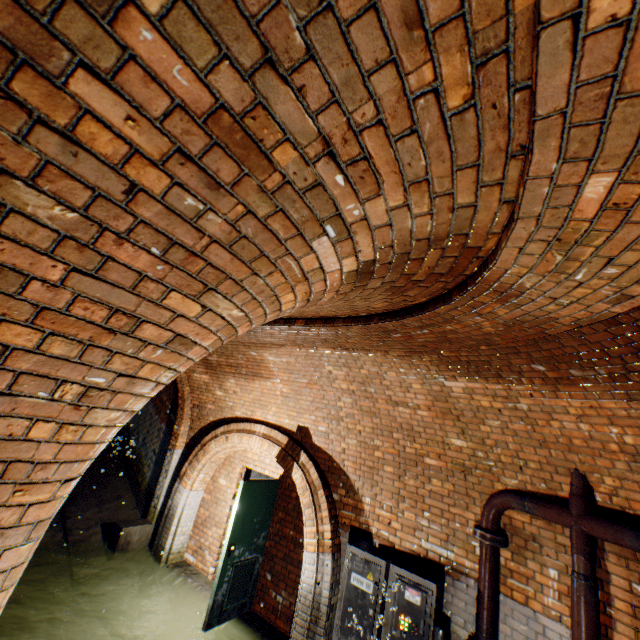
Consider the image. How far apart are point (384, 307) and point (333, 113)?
1.9m

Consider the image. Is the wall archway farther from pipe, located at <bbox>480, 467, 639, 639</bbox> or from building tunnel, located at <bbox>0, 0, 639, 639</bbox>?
pipe, located at <bbox>480, 467, 639, 639</bbox>

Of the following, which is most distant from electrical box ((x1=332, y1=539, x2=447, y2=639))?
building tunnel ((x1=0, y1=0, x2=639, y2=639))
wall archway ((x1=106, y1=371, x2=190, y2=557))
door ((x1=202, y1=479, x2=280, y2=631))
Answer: wall archway ((x1=106, y1=371, x2=190, y2=557))

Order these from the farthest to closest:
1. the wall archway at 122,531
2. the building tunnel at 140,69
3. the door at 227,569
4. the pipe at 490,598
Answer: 1. the wall archway at 122,531
2. the door at 227,569
3. the pipe at 490,598
4. the building tunnel at 140,69

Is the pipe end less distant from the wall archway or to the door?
the door

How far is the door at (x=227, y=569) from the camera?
5.1 meters

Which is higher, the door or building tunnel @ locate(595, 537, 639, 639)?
building tunnel @ locate(595, 537, 639, 639)

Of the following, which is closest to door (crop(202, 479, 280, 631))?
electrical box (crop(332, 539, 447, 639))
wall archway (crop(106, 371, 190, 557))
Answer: wall archway (crop(106, 371, 190, 557))
